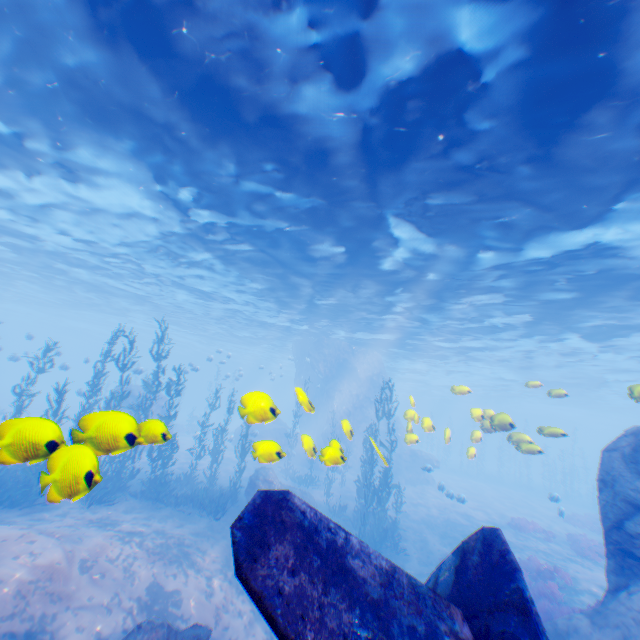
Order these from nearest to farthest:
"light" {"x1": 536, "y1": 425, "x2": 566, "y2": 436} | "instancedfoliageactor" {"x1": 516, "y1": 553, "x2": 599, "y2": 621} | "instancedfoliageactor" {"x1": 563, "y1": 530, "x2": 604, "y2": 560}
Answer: "light" {"x1": 536, "y1": 425, "x2": 566, "y2": 436} < "instancedfoliageactor" {"x1": 516, "y1": 553, "x2": 599, "y2": 621} < "instancedfoliageactor" {"x1": 563, "y1": 530, "x2": 604, "y2": 560}

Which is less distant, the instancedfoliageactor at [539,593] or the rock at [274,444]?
the rock at [274,444]

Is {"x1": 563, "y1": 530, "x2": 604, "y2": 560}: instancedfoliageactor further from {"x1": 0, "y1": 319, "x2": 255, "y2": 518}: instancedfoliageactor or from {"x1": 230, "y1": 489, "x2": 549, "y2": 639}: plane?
{"x1": 230, "y1": 489, "x2": 549, "y2": 639}: plane

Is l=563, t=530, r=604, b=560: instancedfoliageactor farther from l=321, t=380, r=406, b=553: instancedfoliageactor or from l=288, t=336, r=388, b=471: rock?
l=321, t=380, r=406, b=553: instancedfoliageactor

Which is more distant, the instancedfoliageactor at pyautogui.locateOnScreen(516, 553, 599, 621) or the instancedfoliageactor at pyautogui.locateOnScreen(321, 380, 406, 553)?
the instancedfoliageactor at pyautogui.locateOnScreen(321, 380, 406, 553)

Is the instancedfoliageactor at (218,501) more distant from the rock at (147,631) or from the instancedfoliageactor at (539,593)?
the instancedfoliageactor at (539,593)

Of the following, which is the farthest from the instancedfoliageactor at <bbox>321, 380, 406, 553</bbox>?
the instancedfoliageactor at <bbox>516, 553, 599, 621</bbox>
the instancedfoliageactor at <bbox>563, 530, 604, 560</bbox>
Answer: the instancedfoliageactor at <bbox>563, 530, 604, 560</bbox>

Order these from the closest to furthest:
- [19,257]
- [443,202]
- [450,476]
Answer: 1. [443,202]
2. [19,257]
3. [450,476]
